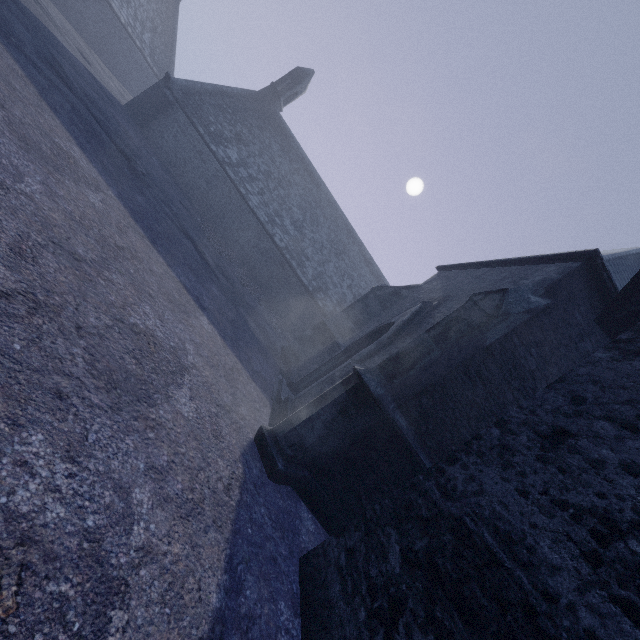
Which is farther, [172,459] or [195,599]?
[172,459]
